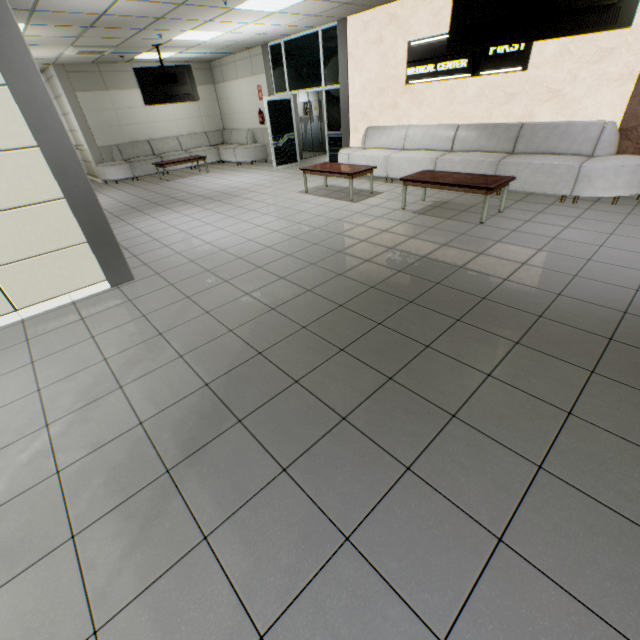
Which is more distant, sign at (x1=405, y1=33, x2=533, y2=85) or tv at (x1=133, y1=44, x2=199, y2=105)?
tv at (x1=133, y1=44, x2=199, y2=105)

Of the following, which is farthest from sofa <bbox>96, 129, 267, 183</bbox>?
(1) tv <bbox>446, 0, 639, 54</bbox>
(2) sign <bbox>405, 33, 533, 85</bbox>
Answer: (1) tv <bbox>446, 0, 639, 54</bbox>

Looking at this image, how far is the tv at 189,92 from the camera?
8.62m

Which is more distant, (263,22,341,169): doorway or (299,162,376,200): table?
(263,22,341,169): doorway

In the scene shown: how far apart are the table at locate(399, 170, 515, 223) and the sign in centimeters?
218cm

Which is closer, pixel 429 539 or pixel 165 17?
pixel 429 539

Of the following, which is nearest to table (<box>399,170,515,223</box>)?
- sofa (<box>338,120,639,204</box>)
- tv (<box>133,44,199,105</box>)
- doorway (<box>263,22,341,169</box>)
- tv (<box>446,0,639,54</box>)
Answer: sofa (<box>338,120,639,204</box>)

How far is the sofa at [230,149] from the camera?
10.8 meters
